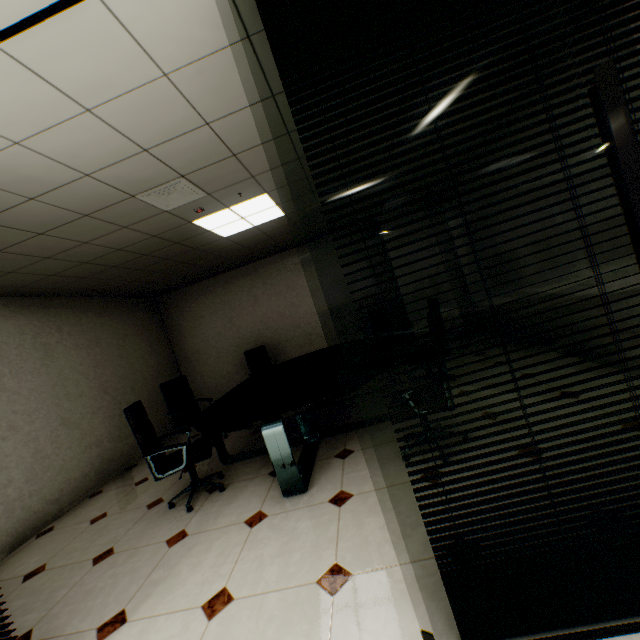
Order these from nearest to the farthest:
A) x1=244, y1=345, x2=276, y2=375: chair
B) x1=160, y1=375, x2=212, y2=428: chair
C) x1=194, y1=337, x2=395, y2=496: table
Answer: x1=194, y1=337, x2=395, y2=496: table
x1=160, y1=375, x2=212, y2=428: chair
x1=244, y1=345, x2=276, y2=375: chair

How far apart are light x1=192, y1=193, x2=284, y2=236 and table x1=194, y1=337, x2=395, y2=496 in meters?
2.2 m

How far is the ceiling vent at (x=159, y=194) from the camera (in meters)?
2.90

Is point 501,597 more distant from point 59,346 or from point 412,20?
point 59,346

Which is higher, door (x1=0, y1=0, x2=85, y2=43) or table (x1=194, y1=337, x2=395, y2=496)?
door (x1=0, y1=0, x2=85, y2=43)

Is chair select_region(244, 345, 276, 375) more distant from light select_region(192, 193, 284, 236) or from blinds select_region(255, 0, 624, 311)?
blinds select_region(255, 0, 624, 311)

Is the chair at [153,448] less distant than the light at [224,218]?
Yes

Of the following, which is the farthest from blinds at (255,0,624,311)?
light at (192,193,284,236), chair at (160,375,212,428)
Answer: chair at (160,375,212,428)
